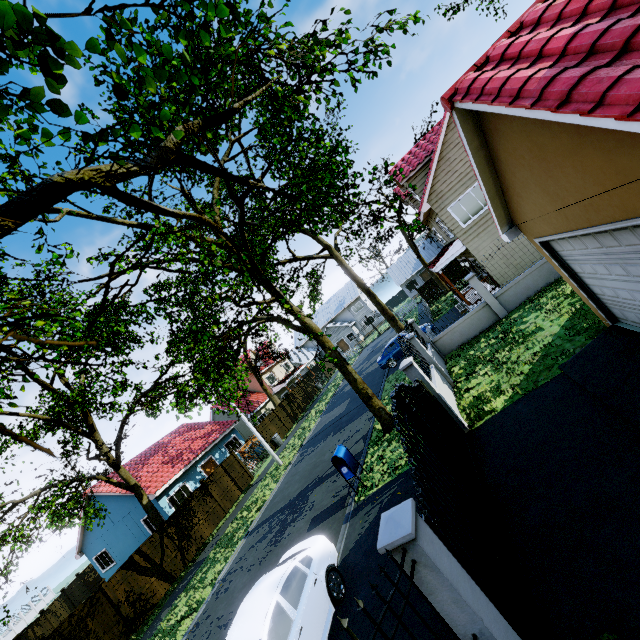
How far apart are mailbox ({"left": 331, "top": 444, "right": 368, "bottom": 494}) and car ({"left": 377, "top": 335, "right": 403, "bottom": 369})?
11.6m

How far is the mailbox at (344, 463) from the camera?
10.2 meters

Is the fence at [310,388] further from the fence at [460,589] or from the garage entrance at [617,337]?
the fence at [460,589]

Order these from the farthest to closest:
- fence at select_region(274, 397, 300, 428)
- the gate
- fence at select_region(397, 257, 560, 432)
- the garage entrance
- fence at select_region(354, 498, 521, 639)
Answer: fence at select_region(274, 397, 300, 428)
fence at select_region(397, 257, 560, 432)
the garage entrance
the gate
fence at select_region(354, 498, 521, 639)

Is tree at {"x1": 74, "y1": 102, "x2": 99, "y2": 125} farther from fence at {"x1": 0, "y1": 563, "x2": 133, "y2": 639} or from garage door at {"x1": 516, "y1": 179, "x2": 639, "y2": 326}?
garage door at {"x1": 516, "y1": 179, "x2": 639, "y2": 326}

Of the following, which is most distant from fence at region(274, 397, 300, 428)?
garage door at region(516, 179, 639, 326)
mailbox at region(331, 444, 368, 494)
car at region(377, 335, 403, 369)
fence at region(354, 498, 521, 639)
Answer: fence at region(354, 498, 521, 639)

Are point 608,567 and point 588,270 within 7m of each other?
yes

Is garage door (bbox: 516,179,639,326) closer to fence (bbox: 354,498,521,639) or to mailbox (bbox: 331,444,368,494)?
fence (bbox: 354,498,521,639)
